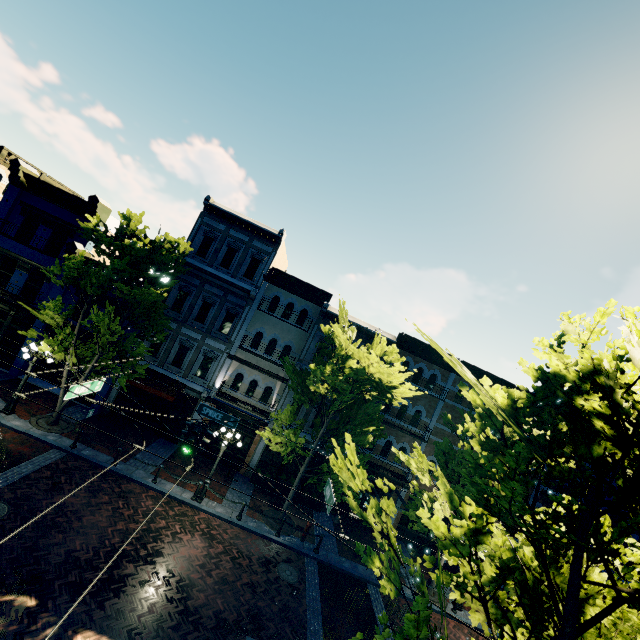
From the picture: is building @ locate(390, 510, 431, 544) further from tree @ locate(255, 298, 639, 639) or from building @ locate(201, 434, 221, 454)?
building @ locate(201, 434, 221, 454)

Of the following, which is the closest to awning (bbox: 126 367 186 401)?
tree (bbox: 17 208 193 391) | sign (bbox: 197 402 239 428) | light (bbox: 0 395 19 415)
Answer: tree (bbox: 17 208 193 391)

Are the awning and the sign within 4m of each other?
no

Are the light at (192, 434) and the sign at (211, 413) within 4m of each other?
yes

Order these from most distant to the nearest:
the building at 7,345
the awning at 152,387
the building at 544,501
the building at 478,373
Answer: the building at 478,373
the building at 544,501
the building at 7,345
the awning at 152,387

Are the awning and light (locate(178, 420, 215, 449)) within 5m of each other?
no

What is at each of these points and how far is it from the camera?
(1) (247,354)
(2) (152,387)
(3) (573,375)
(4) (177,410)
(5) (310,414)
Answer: (1) building, 19.9m
(2) awning, 17.7m
(3) tree, 3.9m
(4) building, 19.3m
(5) building, 19.8m

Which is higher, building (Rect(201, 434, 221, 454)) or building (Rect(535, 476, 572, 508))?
building (Rect(535, 476, 572, 508))
